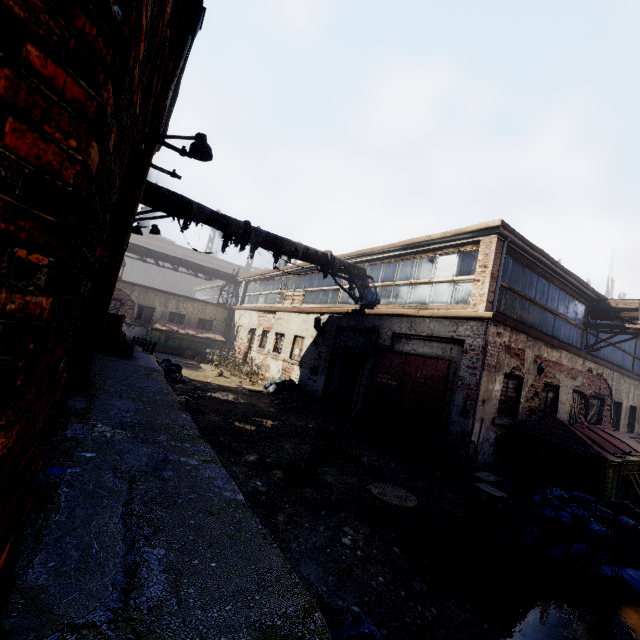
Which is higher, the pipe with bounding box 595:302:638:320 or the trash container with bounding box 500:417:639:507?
the pipe with bounding box 595:302:638:320

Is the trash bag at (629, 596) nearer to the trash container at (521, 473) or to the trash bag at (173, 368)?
the trash container at (521, 473)

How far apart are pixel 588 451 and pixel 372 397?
5.2 meters

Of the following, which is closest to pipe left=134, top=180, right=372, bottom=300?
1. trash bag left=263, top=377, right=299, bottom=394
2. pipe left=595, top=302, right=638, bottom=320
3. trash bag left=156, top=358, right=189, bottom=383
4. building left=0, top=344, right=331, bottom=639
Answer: building left=0, top=344, right=331, bottom=639

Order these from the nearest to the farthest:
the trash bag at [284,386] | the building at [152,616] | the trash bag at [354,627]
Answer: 1. the building at [152,616]
2. the trash bag at [354,627]
3. the trash bag at [284,386]

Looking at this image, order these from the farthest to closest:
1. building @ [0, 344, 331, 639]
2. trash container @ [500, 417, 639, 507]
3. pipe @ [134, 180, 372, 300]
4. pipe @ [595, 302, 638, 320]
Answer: pipe @ [595, 302, 638, 320] → pipe @ [134, 180, 372, 300] → trash container @ [500, 417, 639, 507] → building @ [0, 344, 331, 639]

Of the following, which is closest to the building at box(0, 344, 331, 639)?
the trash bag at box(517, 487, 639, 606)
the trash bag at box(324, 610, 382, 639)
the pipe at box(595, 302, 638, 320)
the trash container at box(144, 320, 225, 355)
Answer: the trash bag at box(324, 610, 382, 639)

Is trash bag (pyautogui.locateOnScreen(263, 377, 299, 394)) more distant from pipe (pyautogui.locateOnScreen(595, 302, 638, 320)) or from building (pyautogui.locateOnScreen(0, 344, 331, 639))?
pipe (pyautogui.locateOnScreen(595, 302, 638, 320))
